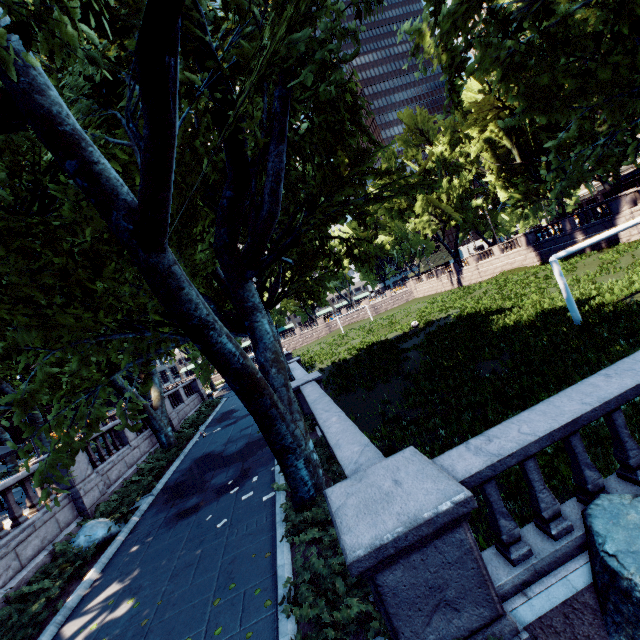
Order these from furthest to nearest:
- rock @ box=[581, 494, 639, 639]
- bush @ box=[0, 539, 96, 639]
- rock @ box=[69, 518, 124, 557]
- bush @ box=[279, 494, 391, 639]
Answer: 1. rock @ box=[69, 518, 124, 557]
2. bush @ box=[0, 539, 96, 639]
3. bush @ box=[279, 494, 391, 639]
4. rock @ box=[581, 494, 639, 639]

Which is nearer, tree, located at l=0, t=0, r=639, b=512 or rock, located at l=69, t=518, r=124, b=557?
tree, located at l=0, t=0, r=639, b=512

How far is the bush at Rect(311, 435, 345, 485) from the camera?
7.4 meters

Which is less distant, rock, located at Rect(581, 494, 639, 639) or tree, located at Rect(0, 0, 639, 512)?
rock, located at Rect(581, 494, 639, 639)

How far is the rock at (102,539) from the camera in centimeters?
965cm

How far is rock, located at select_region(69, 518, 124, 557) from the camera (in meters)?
9.65

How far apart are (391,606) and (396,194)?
7.7 meters

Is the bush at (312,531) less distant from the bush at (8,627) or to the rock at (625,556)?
the rock at (625,556)
